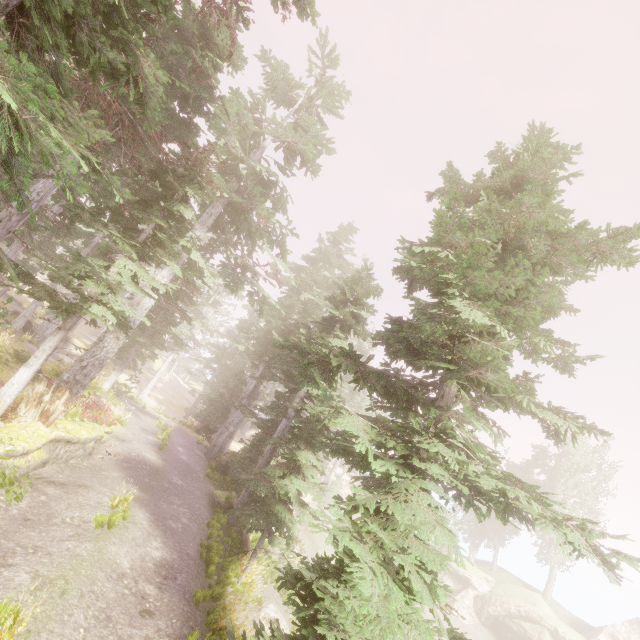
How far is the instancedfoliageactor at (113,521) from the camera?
7.59m

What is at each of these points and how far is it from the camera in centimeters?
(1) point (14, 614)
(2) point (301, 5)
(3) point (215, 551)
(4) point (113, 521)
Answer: (1) instancedfoliageactor, 413cm
(2) instancedfoliageactor, 711cm
(3) instancedfoliageactor, 1118cm
(4) instancedfoliageactor, 788cm

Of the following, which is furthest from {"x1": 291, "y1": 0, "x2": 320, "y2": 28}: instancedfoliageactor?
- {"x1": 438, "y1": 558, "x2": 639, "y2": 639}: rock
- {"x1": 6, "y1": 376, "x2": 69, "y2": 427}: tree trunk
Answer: {"x1": 6, "y1": 376, "x2": 69, "y2": 427}: tree trunk

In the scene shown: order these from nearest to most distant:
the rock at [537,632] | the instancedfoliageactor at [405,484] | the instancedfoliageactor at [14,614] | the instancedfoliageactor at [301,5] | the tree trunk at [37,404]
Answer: the instancedfoliageactor at [14,614]
the instancedfoliageactor at [405,484]
the instancedfoliageactor at [301,5]
the tree trunk at [37,404]
the rock at [537,632]

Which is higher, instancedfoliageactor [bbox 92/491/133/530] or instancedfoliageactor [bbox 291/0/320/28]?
instancedfoliageactor [bbox 291/0/320/28]

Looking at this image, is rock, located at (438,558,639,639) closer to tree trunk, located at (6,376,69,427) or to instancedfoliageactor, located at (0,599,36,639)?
instancedfoliageactor, located at (0,599,36,639)

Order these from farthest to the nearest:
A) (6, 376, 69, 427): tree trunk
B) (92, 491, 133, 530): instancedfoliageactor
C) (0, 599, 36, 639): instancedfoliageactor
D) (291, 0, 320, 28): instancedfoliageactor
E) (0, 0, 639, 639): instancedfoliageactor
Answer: (6, 376, 69, 427): tree trunk < (92, 491, 133, 530): instancedfoliageactor < (291, 0, 320, 28): instancedfoliageactor < (0, 0, 639, 639): instancedfoliageactor < (0, 599, 36, 639): instancedfoliageactor
